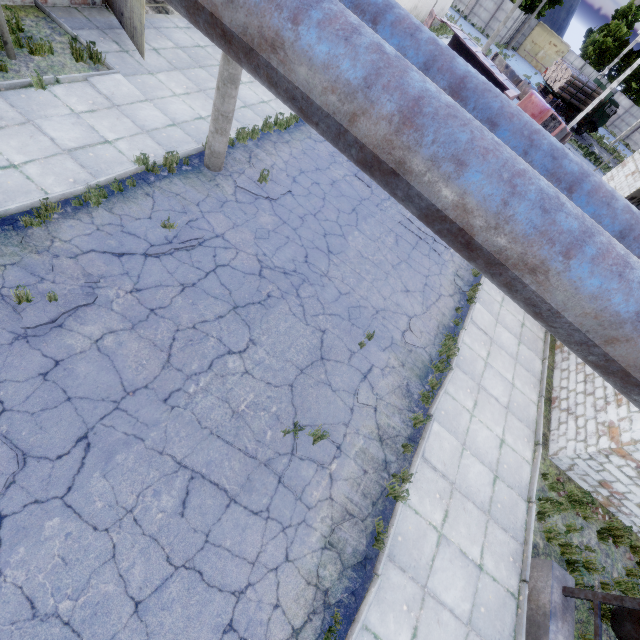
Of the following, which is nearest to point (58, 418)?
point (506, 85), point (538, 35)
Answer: point (506, 85)

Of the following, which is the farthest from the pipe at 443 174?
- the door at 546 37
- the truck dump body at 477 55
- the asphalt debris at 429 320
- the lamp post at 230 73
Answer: the door at 546 37

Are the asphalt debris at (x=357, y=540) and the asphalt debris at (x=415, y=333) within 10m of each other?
yes

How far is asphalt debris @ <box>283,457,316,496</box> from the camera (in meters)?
5.51

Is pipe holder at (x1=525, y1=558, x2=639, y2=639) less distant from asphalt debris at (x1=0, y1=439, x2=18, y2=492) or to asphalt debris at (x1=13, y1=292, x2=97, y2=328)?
asphalt debris at (x1=0, y1=439, x2=18, y2=492)

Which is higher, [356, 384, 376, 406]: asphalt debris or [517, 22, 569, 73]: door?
[517, 22, 569, 73]: door

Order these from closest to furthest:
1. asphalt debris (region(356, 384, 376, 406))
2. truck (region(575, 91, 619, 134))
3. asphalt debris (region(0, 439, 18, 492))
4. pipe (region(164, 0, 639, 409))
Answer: pipe (region(164, 0, 639, 409)) < asphalt debris (region(0, 439, 18, 492)) < asphalt debris (region(356, 384, 376, 406)) < truck (region(575, 91, 619, 134))

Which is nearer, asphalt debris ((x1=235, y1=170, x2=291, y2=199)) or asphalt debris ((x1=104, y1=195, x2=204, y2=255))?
asphalt debris ((x1=104, y1=195, x2=204, y2=255))
